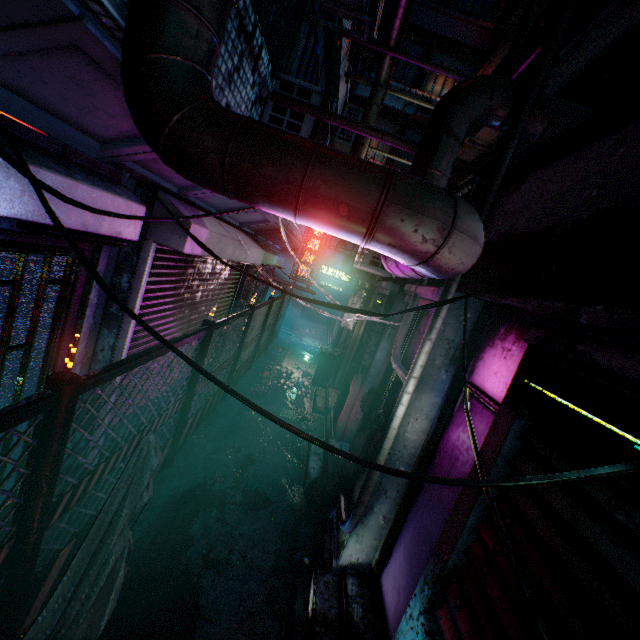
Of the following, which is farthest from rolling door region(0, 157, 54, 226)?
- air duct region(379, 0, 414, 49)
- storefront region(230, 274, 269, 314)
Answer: storefront region(230, 274, 269, 314)

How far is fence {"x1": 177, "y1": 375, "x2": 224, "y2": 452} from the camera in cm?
409

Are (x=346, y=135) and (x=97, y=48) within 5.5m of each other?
no

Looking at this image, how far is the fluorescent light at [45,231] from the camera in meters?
1.6 m

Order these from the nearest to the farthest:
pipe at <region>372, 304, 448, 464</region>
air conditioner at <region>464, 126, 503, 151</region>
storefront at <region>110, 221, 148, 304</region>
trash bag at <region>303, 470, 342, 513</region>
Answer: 1. pipe at <region>372, 304, 448, 464</region>
2. storefront at <region>110, 221, 148, 304</region>
3. trash bag at <region>303, 470, 342, 513</region>
4. air conditioner at <region>464, 126, 503, 151</region>

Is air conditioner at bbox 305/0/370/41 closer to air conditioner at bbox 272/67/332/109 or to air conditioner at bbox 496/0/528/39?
air conditioner at bbox 272/67/332/109

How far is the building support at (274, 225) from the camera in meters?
5.0 m

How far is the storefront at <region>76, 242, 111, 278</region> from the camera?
2.5m
